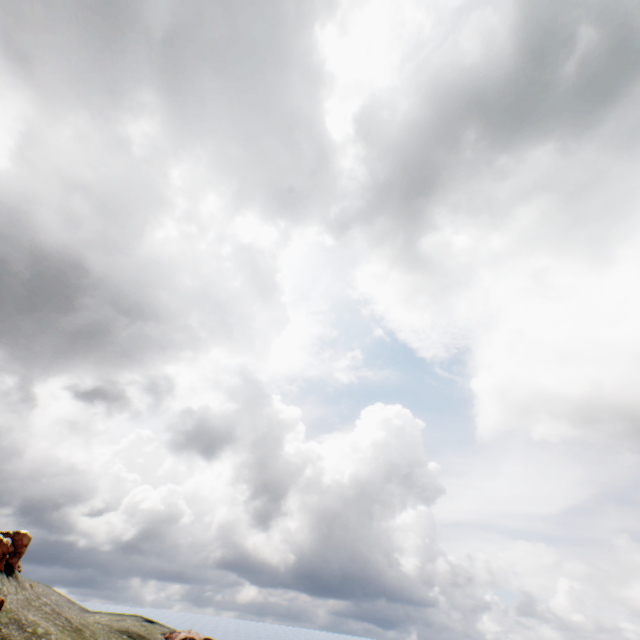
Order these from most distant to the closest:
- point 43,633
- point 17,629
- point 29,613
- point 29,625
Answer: point 29,613
point 43,633
point 29,625
point 17,629
